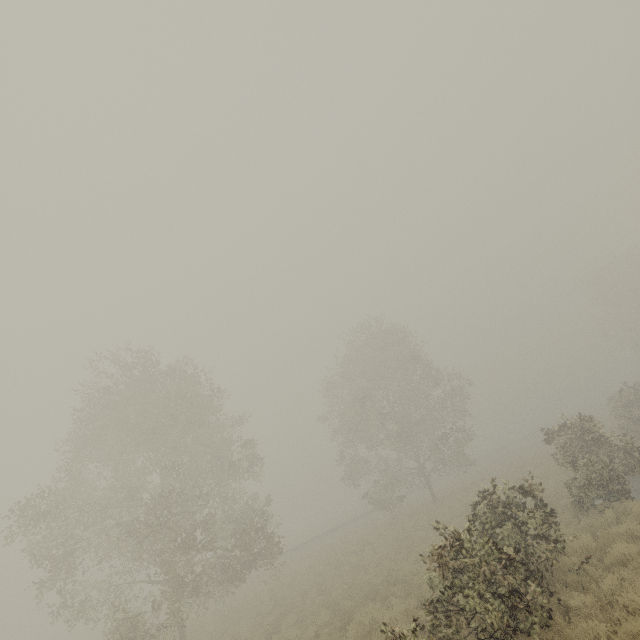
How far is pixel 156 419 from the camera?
19.1 meters

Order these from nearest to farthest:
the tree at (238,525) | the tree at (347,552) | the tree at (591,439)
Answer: the tree at (591,439) → the tree at (238,525) → the tree at (347,552)

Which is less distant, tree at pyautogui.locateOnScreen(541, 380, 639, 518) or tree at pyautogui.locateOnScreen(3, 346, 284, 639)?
tree at pyautogui.locateOnScreen(541, 380, 639, 518)

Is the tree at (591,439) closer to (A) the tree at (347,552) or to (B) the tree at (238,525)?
(A) the tree at (347,552)

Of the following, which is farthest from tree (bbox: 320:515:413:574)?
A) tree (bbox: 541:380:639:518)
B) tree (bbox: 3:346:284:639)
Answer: tree (bbox: 541:380:639:518)

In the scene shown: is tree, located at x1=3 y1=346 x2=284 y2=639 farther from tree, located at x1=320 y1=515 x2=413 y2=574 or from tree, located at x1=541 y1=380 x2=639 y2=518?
tree, located at x1=541 y1=380 x2=639 y2=518
